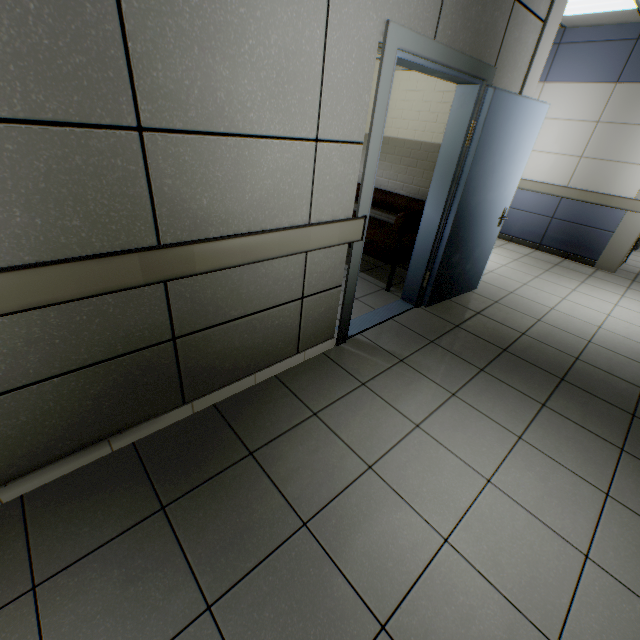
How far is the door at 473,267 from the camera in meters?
2.0 m

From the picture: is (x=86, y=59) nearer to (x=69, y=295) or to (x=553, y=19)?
(x=69, y=295)

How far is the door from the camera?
2.0m

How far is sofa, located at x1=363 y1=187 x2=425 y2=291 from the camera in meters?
3.5 m

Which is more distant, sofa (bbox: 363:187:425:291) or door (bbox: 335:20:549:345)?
Answer: sofa (bbox: 363:187:425:291)

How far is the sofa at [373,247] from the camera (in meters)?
3.49
